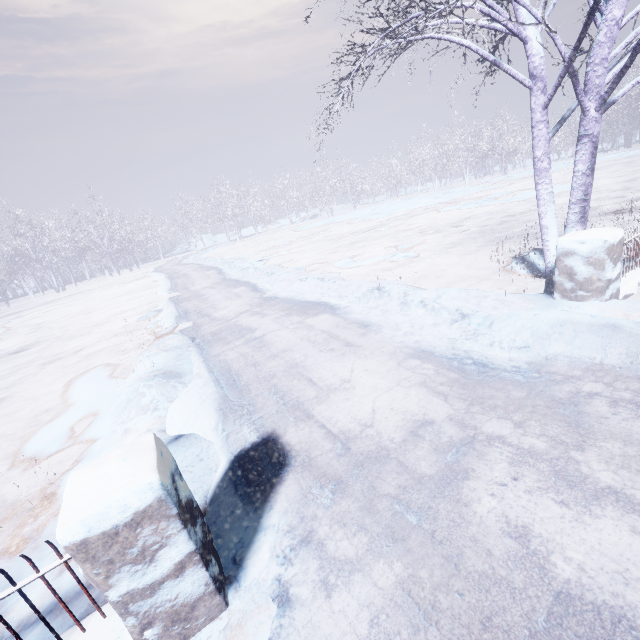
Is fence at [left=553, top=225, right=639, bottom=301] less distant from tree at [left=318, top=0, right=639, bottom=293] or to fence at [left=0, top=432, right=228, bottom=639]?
tree at [left=318, top=0, right=639, bottom=293]

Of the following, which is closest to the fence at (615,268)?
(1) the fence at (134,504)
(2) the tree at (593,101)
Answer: (2) the tree at (593,101)

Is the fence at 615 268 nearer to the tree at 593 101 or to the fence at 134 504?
the tree at 593 101

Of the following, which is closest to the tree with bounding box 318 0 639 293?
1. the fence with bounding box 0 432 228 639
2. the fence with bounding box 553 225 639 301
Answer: the fence with bounding box 553 225 639 301

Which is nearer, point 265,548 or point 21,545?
point 265,548
